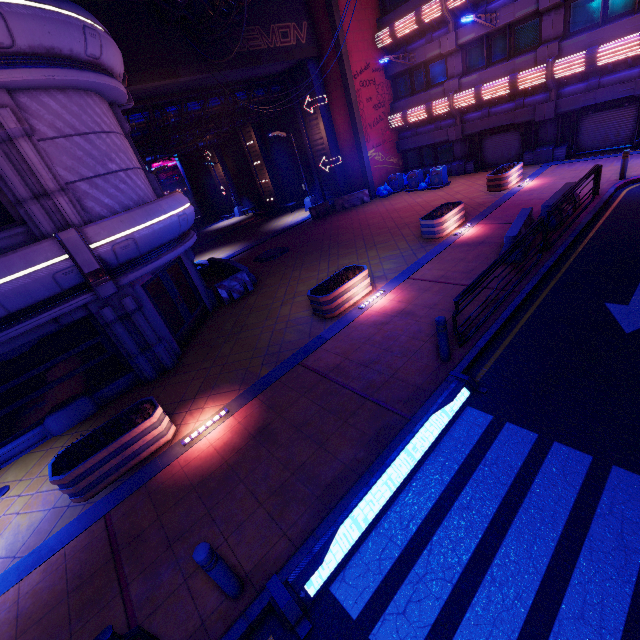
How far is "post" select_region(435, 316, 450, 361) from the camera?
6.52m

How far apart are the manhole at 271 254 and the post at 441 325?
12.4m

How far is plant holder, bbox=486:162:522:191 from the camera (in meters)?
15.77

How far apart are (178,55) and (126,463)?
18.5 meters

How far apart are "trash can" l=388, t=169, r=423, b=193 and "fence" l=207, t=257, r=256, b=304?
12.8 meters

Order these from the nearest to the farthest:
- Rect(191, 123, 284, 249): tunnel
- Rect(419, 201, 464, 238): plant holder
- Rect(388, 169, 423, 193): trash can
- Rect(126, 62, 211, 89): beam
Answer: Rect(419, 201, 464, 238): plant holder
Rect(126, 62, 211, 89): beam
Rect(388, 169, 423, 193): trash can
Rect(191, 123, 284, 249): tunnel

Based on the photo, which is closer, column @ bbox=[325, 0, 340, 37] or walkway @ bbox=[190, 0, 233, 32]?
walkway @ bbox=[190, 0, 233, 32]

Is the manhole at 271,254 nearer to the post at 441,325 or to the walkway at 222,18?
the walkway at 222,18
